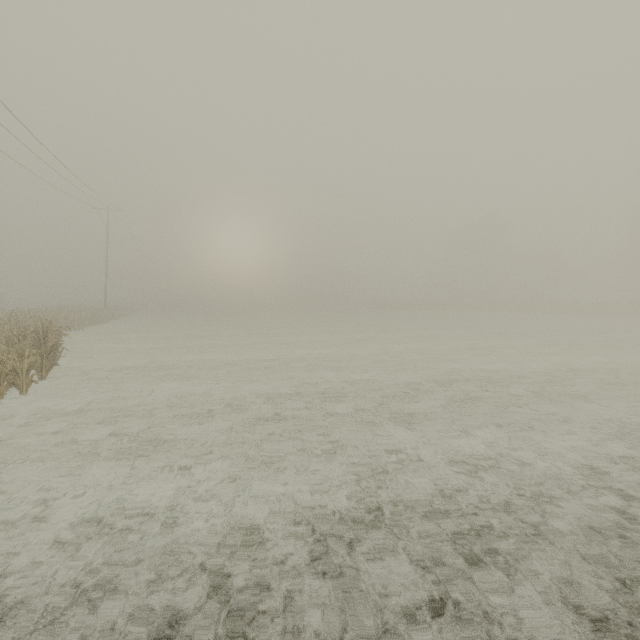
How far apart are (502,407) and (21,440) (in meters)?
10.33
